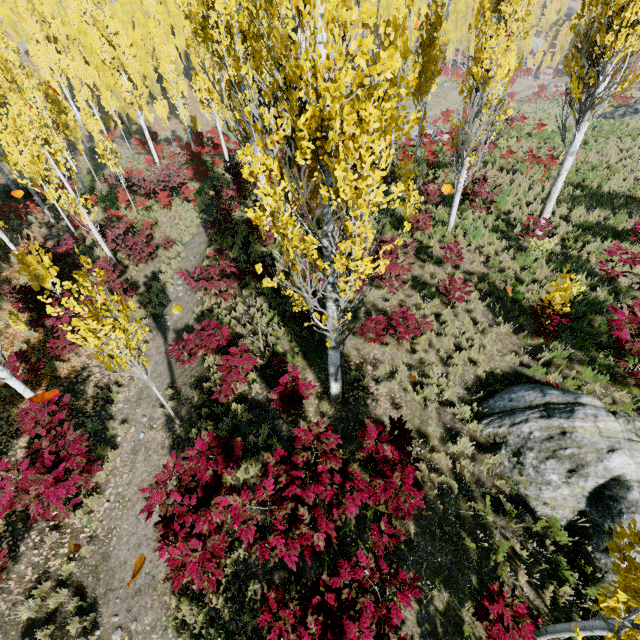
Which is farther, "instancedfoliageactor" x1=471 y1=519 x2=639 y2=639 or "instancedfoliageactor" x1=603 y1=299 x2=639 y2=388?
"instancedfoliageactor" x1=603 y1=299 x2=639 y2=388

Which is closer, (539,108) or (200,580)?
(200,580)

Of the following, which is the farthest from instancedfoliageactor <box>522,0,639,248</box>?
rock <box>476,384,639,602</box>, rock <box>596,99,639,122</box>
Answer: rock <box>596,99,639,122</box>

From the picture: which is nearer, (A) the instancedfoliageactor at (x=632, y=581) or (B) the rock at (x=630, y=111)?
(A) the instancedfoliageactor at (x=632, y=581)

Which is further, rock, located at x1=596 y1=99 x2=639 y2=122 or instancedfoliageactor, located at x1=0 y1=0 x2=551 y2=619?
rock, located at x1=596 y1=99 x2=639 y2=122

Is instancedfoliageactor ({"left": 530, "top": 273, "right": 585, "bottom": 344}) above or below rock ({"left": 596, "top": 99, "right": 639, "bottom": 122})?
above
